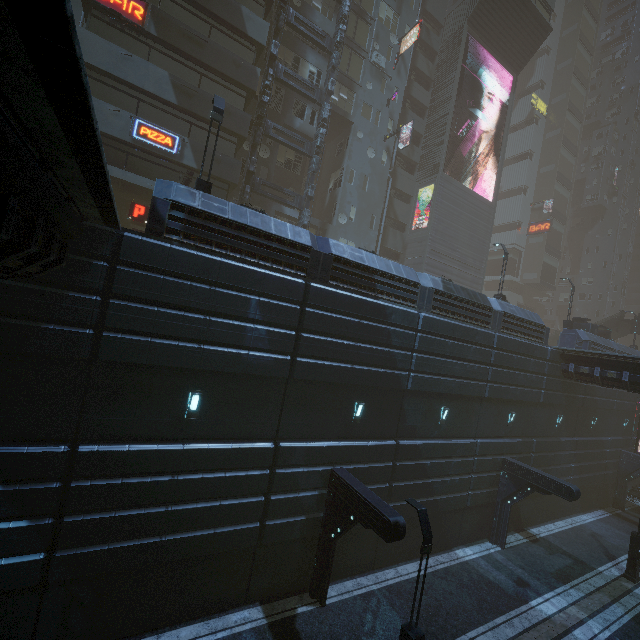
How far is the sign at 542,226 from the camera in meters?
50.6

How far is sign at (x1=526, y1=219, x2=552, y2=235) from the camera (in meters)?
50.56

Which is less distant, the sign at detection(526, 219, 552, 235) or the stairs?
the stairs

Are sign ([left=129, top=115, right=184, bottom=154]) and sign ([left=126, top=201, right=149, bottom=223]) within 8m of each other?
yes

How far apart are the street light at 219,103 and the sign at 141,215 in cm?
857

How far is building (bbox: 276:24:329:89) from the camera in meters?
23.8 m

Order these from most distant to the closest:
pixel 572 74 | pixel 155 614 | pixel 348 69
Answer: pixel 572 74 < pixel 348 69 < pixel 155 614

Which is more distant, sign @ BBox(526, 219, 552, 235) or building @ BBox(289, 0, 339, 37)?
sign @ BBox(526, 219, 552, 235)
